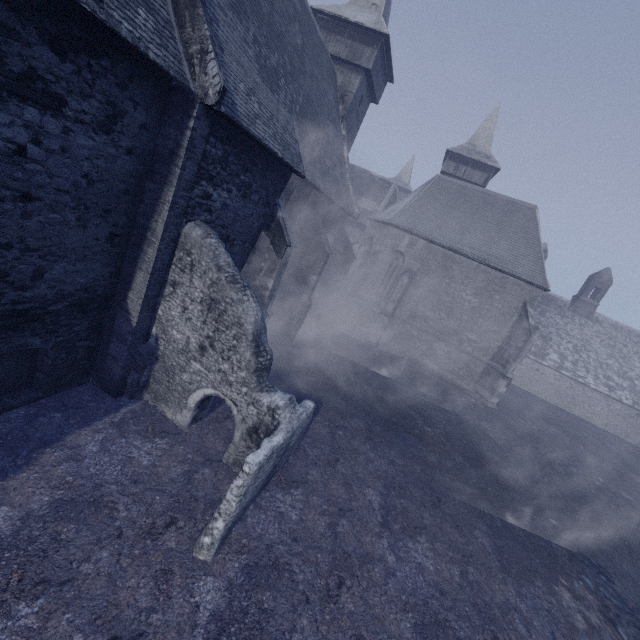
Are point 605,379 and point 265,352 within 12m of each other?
no
